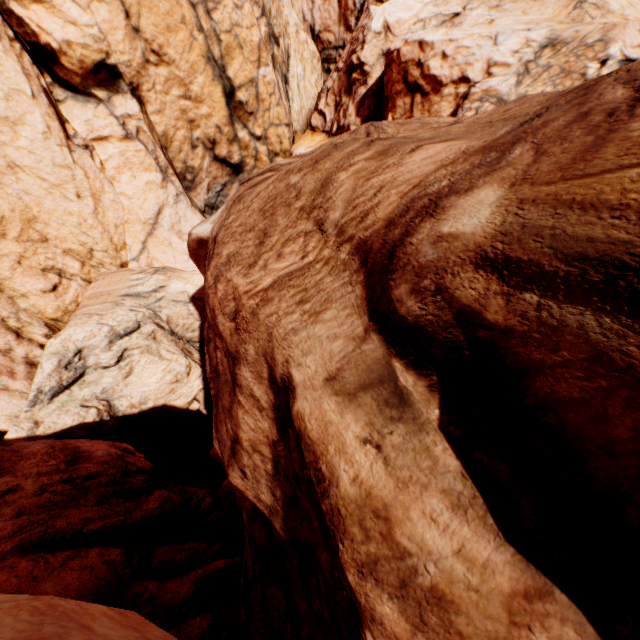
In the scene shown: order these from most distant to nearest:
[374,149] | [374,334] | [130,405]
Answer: [130,405] → [374,149] → [374,334]
